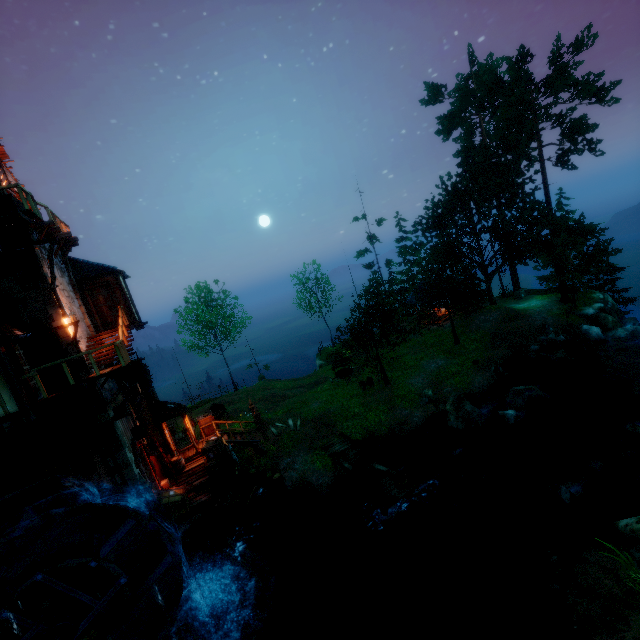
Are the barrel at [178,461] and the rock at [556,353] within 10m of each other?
no

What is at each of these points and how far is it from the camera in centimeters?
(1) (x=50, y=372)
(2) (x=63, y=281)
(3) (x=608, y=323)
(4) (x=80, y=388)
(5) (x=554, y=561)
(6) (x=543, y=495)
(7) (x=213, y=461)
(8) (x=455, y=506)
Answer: (1) tower, 1216cm
(2) tower, 1427cm
(3) rock, 2503cm
(4) wooden platform, 1069cm
(5) rock, 977cm
(6) rock, 1301cm
(7) box, 1634cm
(8) rock, 1434cm

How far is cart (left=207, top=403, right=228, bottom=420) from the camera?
24.66m

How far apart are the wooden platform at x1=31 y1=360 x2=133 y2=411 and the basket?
6.3m

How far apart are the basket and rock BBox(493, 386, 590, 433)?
15.38m

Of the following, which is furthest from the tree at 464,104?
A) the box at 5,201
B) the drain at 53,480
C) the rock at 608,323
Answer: the box at 5,201

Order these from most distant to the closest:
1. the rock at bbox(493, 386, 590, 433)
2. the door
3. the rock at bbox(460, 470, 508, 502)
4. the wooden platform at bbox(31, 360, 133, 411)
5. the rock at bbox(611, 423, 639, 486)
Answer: the rock at bbox(493, 386, 590, 433), the door, the rock at bbox(460, 470, 508, 502), the rock at bbox(611, 423, 639, 486), the wooden platform at bbox(31, 360, 133, 411)

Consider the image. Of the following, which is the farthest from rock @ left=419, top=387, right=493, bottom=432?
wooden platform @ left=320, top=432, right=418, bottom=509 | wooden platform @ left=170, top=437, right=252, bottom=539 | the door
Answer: the door
